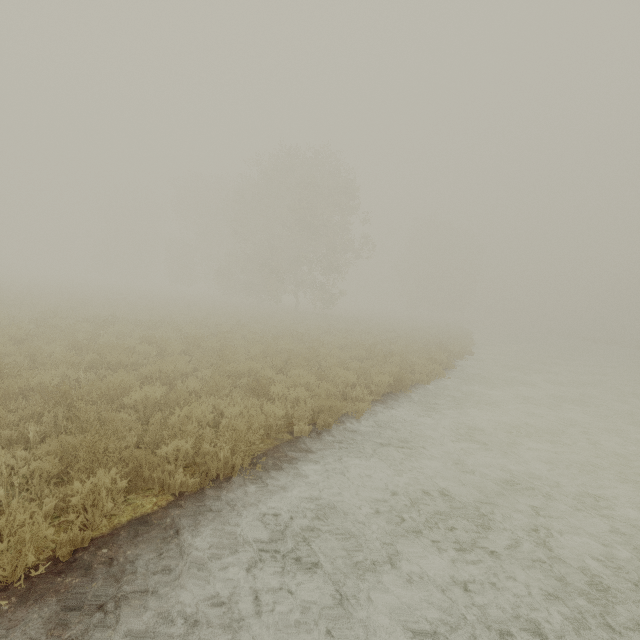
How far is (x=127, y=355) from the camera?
8.3m
